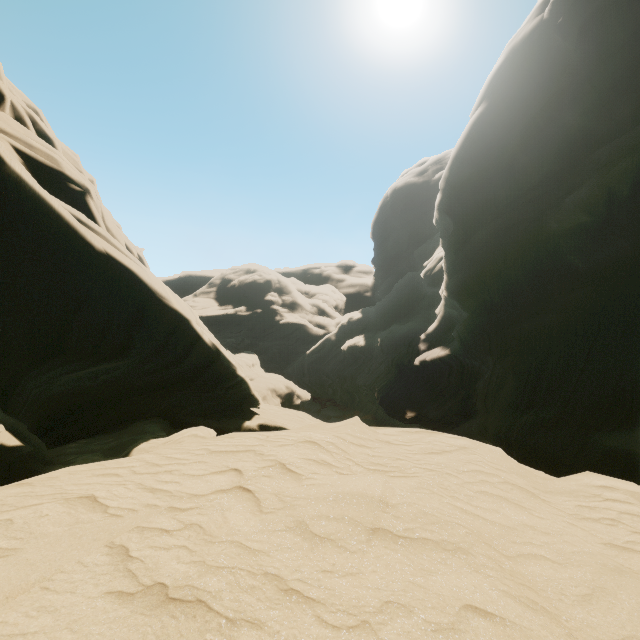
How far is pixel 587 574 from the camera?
2.6m
